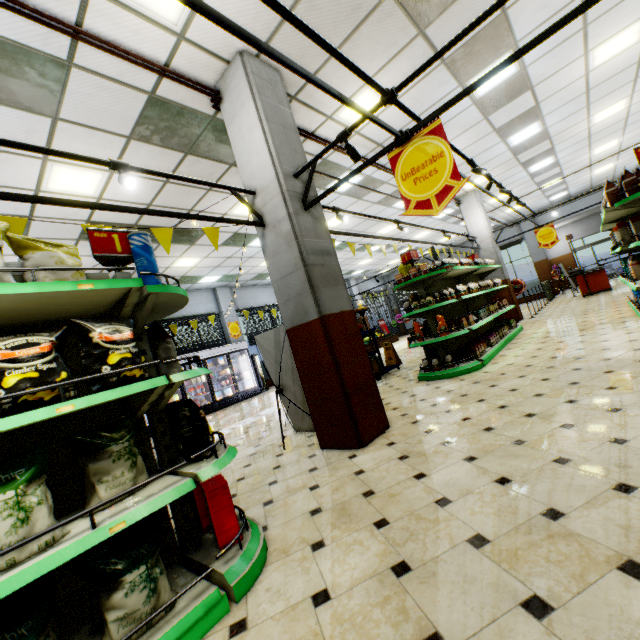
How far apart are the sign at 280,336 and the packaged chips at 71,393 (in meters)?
2.63

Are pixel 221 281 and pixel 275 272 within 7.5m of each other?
no

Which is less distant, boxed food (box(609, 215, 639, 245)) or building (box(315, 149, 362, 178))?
boxed food (box(609, 215, 639, 245))

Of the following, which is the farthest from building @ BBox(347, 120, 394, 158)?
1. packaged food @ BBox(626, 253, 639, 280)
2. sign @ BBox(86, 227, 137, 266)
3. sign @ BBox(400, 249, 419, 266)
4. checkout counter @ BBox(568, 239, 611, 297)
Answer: sign @ BBox(400, 249, 419, 266)

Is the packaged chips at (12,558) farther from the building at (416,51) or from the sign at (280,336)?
the sign at (280,336)

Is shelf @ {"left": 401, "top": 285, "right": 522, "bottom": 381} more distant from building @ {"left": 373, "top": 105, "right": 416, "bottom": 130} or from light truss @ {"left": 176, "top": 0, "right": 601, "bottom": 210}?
light truss @ {"left": 176, "top": 0, "right": 601, "bottom": 210}

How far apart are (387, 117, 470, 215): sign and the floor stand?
6.50m

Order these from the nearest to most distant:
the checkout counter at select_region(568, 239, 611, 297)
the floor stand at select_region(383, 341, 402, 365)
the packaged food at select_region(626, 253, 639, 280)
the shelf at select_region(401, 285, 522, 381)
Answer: the packaged food at select_region(626, 253, 639, 280)
the shelf at select_region(401, 285, 522, 381)
the floor stand at select_region(383, 341, 402, 365)
the checkout counter at select_region(568, 239, 611, 297)
